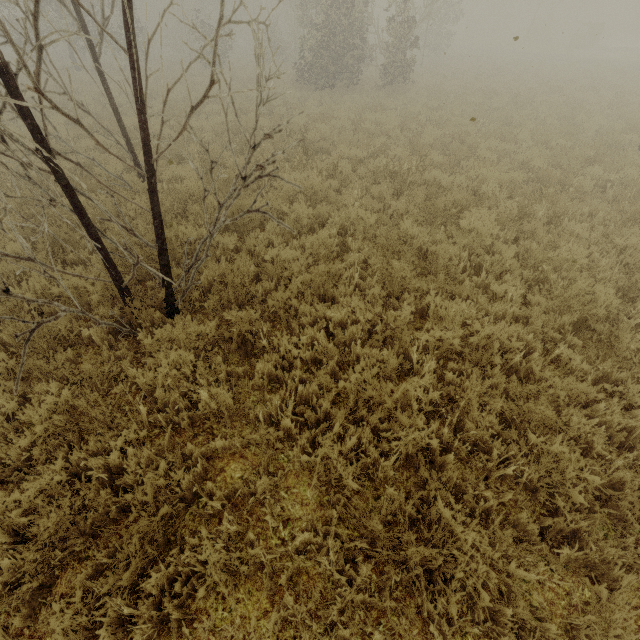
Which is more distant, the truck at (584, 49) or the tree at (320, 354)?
the truck at (584, 49)

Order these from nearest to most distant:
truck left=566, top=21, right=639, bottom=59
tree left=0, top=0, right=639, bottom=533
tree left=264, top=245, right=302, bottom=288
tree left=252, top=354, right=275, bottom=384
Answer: tree left=0, top=0, right=639, bottom=533
tree left=252, top=354, right=275, bottom=384
tree left=264, top=245, right=302, bottom=288
truck left=566, top=21, right=639, bottom=59

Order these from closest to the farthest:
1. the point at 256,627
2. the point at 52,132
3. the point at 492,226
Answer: the point at 256,627 < the point at 492,226 < the point at 52,132

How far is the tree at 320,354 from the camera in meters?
3.6

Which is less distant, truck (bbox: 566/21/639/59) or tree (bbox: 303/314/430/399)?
tree (bbox: 303/314/430/399)

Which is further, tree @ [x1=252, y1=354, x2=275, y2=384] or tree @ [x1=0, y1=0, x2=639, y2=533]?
tree @ [x1=252, y1=354, x2=275, y2=384]

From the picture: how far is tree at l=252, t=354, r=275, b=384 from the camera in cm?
379
